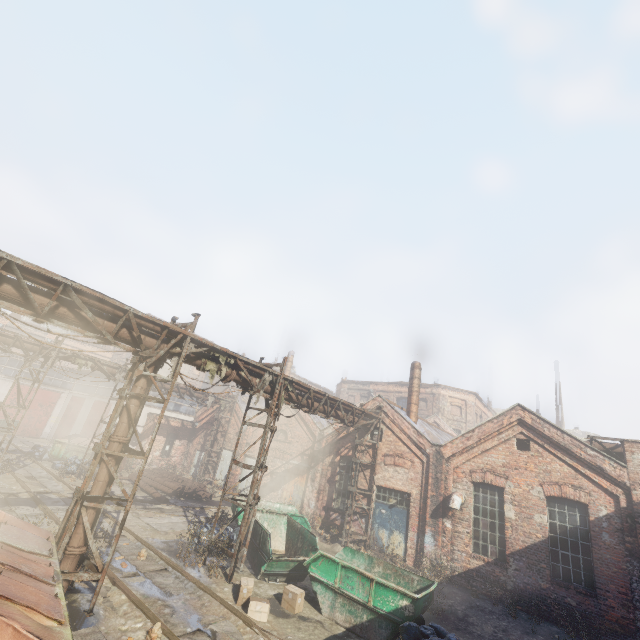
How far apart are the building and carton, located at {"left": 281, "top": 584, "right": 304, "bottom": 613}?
11.53m

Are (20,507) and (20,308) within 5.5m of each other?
no

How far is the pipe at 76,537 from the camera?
6.97m

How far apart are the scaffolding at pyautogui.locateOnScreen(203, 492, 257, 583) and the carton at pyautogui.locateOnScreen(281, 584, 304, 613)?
1.6 meters

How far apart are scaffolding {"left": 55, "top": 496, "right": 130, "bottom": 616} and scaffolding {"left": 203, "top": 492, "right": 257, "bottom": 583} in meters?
3.7

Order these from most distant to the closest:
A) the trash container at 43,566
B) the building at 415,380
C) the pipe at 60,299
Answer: the building at 415,380, the pipe at 60,299, the trash container at 43,566

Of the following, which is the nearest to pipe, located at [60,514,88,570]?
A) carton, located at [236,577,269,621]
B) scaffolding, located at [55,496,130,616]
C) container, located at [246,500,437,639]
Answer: scaffolding, located at [55,496,130,616]

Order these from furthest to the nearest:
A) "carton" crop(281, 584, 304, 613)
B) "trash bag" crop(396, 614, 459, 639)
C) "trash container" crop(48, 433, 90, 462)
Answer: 1. "trash container" crop(48, 433, 90, 462)
2. "carton" crop(281, 584, 304, 613)
3. "trash bag" crop(396, 614, 459, 639)
